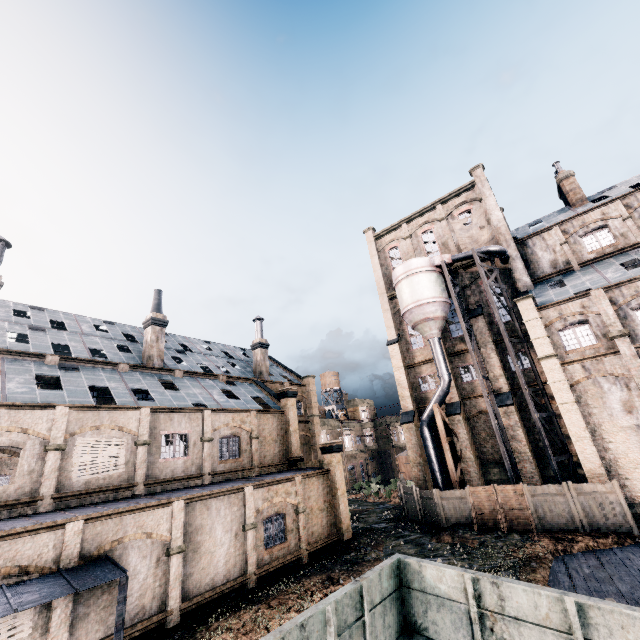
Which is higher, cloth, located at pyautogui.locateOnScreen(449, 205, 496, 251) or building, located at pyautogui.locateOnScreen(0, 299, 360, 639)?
cloth, located at pyautogui.locateOnScreen(449, 205, 496, 251)

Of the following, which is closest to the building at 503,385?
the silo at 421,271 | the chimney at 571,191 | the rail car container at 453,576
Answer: the silo at 421,271

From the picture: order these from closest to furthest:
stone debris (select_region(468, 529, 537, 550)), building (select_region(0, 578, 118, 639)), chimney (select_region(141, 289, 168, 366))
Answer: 1. building (select_region(0, 578, 118, 639))
2. stone debris (select_region(468, 529, 537, 550))
3. chimney (select_region(141, 289, 168, 366))

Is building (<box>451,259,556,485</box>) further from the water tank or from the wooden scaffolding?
the wooden scaffolding

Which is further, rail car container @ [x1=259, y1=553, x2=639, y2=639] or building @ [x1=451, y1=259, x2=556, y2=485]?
building @ [x1=451, y1=259, x2=556, y2=485]

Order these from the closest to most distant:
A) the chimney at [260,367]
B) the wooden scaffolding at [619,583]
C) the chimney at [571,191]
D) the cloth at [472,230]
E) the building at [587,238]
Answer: the wooden scaffolding at [619,583] < the building at [587,238] < the chimney at [571,191] < the cloth at [472,230] < the chimney at [260,367]

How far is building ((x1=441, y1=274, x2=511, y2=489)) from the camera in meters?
28.6

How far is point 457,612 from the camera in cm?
777
